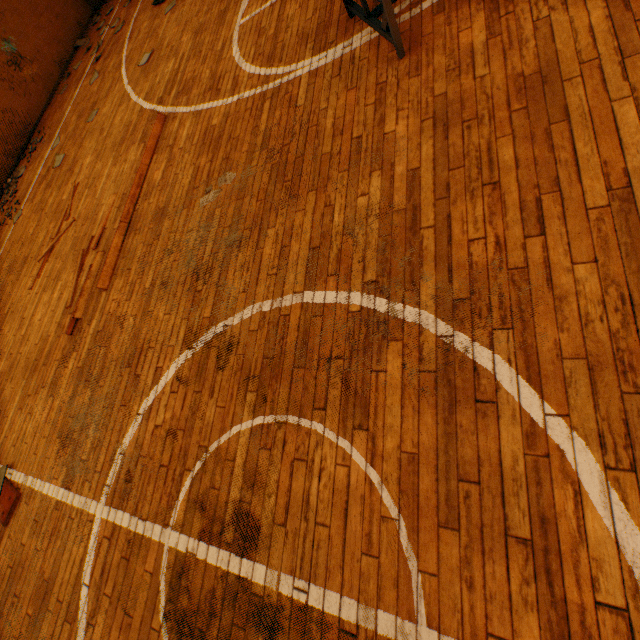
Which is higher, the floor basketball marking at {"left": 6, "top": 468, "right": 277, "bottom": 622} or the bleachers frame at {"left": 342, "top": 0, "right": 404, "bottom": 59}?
the bleachers frame at {"left": 342, "top": 0, "right": 404, "bottom": 59}

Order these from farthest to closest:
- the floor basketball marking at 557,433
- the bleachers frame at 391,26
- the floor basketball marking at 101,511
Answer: the bleachers frame at 391,26 → the floor basketball marking at 101,511 → the floor basketball marking at 557,433

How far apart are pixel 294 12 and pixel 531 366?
5.14m

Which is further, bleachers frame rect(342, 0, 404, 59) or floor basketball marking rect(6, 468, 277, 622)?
bleachers frame rect(342, 0, 404, 59)

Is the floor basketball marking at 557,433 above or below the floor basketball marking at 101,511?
below

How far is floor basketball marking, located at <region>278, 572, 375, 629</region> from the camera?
1.6 meters

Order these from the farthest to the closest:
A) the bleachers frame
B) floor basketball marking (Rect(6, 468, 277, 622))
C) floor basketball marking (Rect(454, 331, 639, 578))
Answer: the bleachers frame
floor basketball marking (Rect(6, 468, 277, 622))
floor basketball marking (Rect(454, 331, 639, 578))
